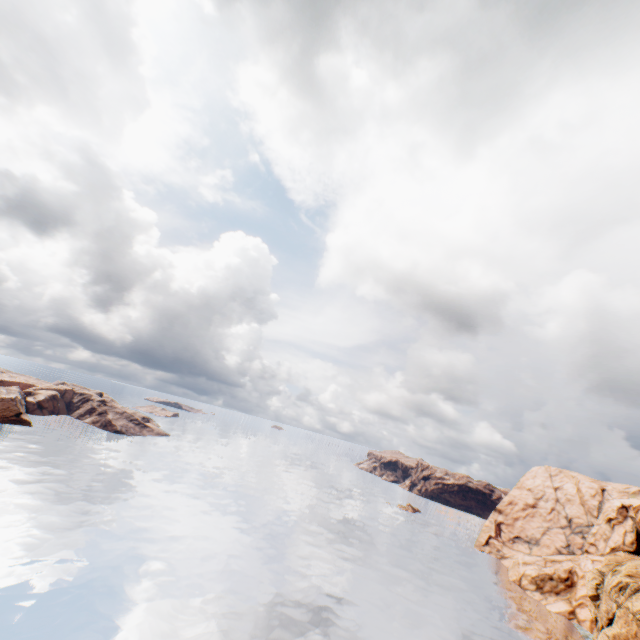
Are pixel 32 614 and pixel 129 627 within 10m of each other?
yes
